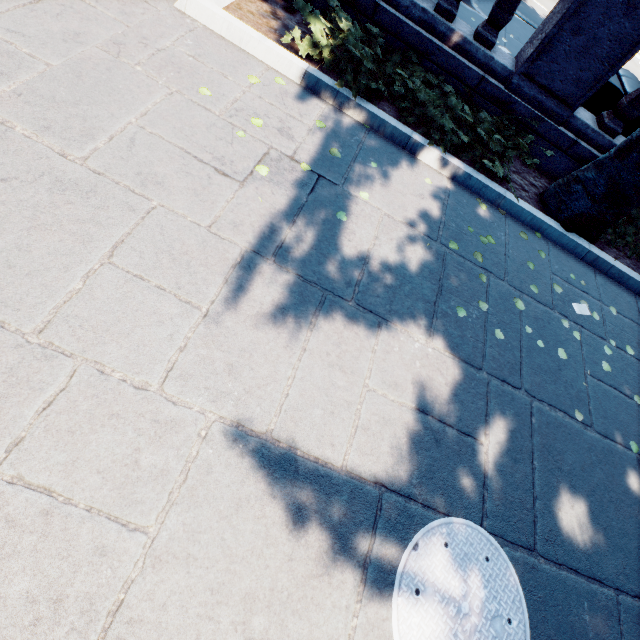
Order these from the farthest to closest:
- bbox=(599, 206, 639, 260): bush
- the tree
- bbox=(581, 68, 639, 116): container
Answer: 1. bbox=(581, 68, 639, 116): container
2. bbox=(599, 206, 639, 260): bush
3. the tree

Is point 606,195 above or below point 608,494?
above

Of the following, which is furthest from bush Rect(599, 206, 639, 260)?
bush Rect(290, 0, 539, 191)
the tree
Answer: bush Rect(290, 0, 539, 191)

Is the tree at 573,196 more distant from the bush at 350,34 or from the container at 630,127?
the container at 630,127

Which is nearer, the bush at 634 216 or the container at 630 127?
the bush at 634 216

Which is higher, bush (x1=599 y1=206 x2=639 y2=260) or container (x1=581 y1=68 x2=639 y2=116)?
container (x1=581 y1=68 x2=639 y2=116)

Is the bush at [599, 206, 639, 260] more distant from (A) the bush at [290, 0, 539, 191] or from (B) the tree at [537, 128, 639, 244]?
(A) the bush at [290, 0, 539, 191]

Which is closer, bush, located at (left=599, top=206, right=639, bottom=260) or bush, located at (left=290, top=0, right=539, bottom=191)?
bush, located at (left=290, top=0, right=539, bottom=191)
